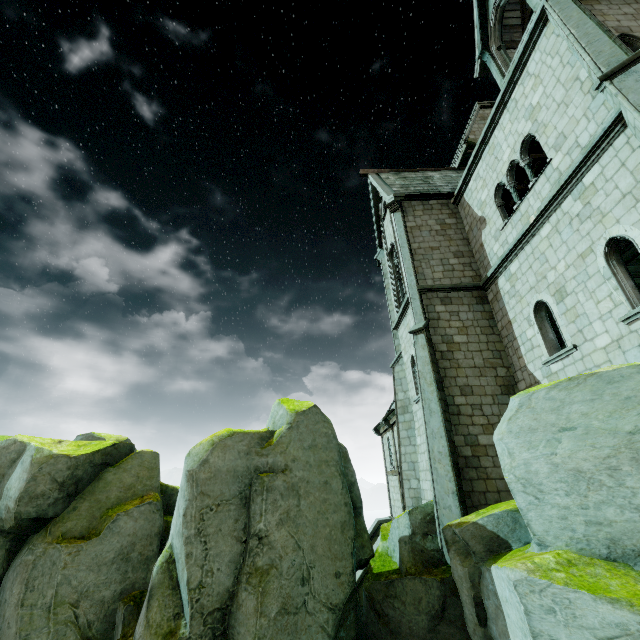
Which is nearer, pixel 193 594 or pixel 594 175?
pixel 193 594

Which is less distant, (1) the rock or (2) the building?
(1) the rock

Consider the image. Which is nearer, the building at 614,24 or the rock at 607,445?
the rock at 607,445
